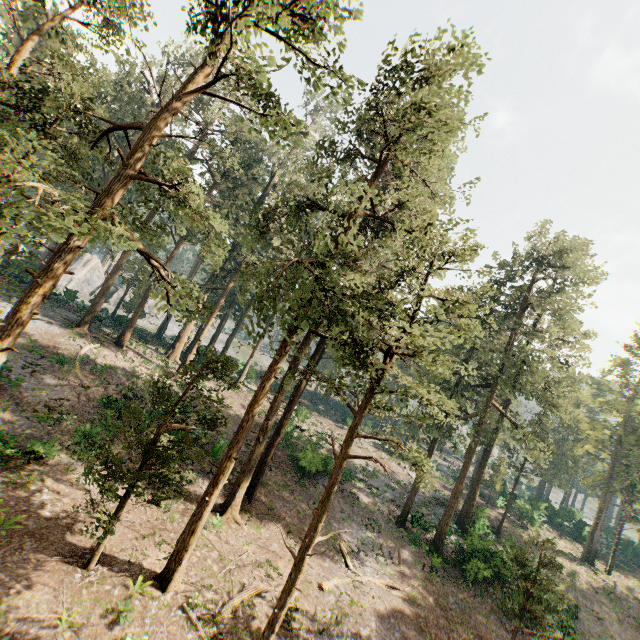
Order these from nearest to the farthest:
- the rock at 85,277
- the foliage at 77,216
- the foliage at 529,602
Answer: the foliage at 77,216, the foliage at 529,602, the rock at 85,277

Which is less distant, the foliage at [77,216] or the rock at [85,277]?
the foliage at [77,216]

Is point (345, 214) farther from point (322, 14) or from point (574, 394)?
point (574, 394)

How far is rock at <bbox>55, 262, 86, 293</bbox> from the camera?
54.1m

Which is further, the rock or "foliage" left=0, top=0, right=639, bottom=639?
the rock

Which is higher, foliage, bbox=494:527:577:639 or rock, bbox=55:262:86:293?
rock, bbox=55:262:86:293

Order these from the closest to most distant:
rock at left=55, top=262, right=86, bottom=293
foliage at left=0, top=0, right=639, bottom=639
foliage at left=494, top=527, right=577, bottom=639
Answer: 1. foliage at left=0, top=0, right=639, bottom=639
2. foliage at left=494, top=527, right=577, bottom=639
3. rock at left=55, top=262, right=86, bottom=293
